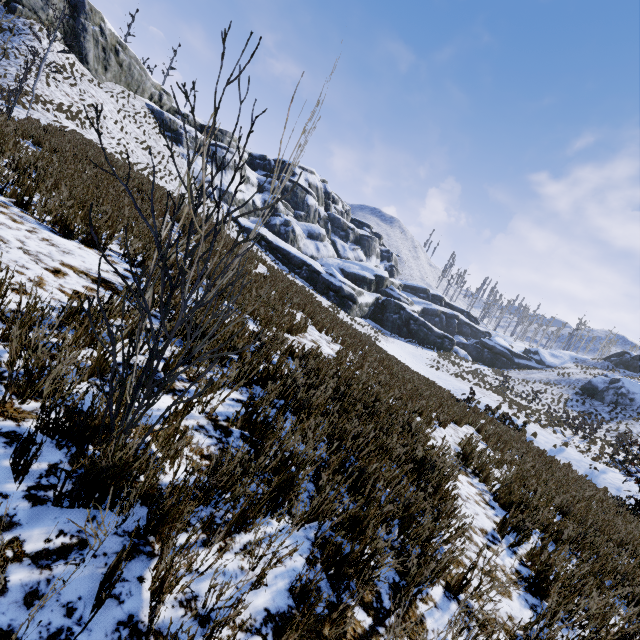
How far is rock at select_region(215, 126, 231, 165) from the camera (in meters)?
41.38

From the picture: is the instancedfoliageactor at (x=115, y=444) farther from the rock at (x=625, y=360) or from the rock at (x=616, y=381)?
the rock at (x=625, y=360)

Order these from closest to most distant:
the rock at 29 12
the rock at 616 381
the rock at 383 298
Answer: the rock at 29 12
the rock at 616 381
the rock at 383 298

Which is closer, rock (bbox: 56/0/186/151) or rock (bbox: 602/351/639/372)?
rock (bbox: 56/0/186/151)

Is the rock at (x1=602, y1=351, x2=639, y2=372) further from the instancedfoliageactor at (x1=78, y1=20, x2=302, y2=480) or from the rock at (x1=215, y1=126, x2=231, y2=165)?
the instancedfoliageactor at (x1=78, y1=20, x2=302, y2=480)

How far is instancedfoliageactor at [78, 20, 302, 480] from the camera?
1.39m

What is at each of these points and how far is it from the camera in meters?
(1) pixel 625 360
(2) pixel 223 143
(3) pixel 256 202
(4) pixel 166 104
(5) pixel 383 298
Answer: (1) rock, 50.0 m
(2) rock, 45.5 m
(3) rock, 44.5 m
(4) rock, 40.6 m
(5) rock, 45.3 m
